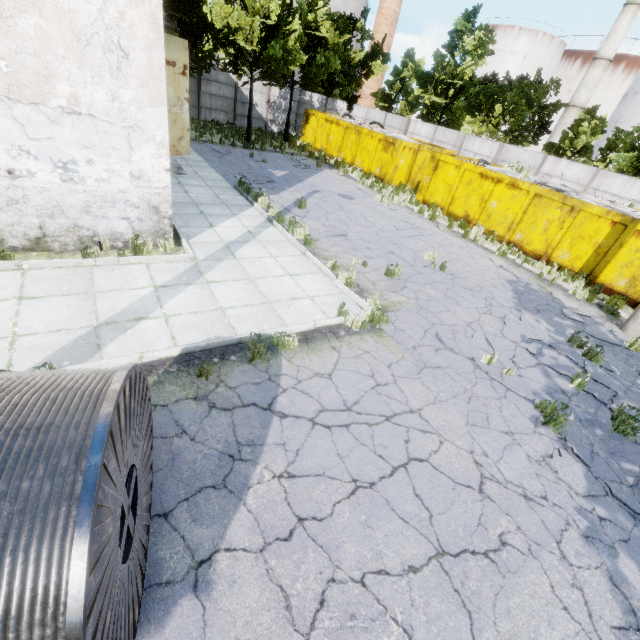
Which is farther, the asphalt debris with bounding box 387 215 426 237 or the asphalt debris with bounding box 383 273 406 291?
the asphalt debris with bounding box 387 215 426 237

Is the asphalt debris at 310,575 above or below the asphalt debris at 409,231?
below

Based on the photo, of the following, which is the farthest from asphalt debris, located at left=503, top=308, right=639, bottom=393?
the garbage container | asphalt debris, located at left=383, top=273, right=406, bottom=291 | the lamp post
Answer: the garbage container

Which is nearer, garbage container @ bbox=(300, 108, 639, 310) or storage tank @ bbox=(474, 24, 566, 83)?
garbage container @ bbox=(300, 108, 639, 310)

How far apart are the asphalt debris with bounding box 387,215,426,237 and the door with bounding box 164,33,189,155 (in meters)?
9.16

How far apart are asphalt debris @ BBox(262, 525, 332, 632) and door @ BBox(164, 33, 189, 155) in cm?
1329

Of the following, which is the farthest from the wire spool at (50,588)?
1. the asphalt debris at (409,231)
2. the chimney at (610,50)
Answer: the chimney at (610,50)

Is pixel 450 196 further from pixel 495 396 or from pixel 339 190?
pixel 495 396
